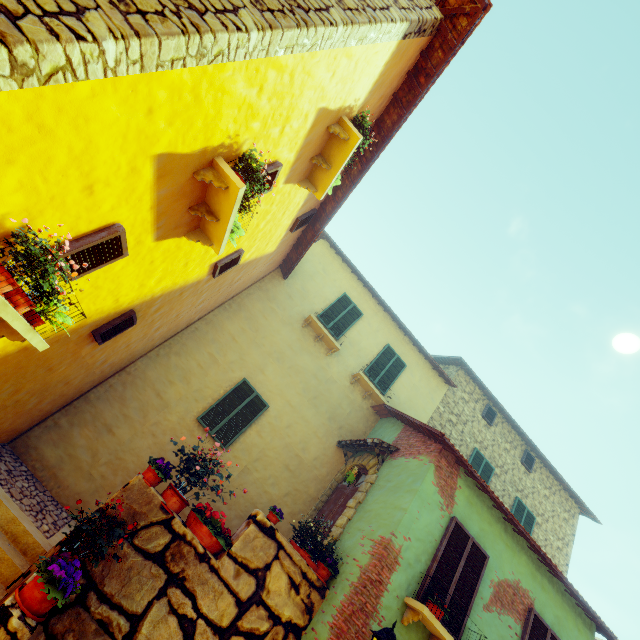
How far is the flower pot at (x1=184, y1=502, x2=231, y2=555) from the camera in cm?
543

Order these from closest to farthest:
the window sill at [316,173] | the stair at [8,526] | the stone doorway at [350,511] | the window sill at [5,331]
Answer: the window sill at [5,331]
the stair at [8,526]
the window sill at [316,173]
the stone doorway at [350,511]

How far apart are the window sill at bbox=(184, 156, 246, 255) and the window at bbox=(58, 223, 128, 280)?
0.9 meters

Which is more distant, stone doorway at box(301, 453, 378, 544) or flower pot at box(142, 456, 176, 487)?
stone doorway at box(301, 453, 378, 544)

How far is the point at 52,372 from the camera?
5.5m

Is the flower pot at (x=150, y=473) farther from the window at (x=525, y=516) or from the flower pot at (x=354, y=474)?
the window at (x=525, y=516)

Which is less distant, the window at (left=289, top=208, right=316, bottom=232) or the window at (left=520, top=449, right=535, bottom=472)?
the window at (left=289, top=208, right=316, bottom=232)

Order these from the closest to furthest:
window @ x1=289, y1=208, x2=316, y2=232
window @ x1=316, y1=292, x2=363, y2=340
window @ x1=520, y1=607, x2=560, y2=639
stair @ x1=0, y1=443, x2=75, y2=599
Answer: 1. stair @ x1=0, y1=443, x2=75, y2=599
2. window @ x1=520, y1=607, x2=560, y2=639
3. window @ x1=289, y1=208, x2=316, y2=232
4. window @ x1=316, y1=292, x2=363, y2=340
